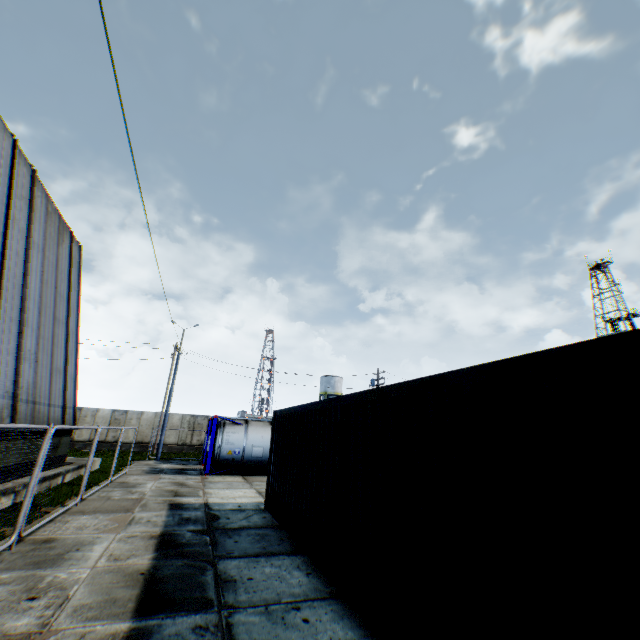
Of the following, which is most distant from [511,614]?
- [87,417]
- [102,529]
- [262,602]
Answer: [87,417]

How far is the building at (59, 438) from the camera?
12.7m

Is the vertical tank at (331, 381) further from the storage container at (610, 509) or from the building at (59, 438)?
the storage container at (610, 509)

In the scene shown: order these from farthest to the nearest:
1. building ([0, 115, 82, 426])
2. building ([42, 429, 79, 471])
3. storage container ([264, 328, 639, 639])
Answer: building ([42, 429, 79, 471])
building ([0, 115, 82, 426])
storage container ([264, 328, 639, 639])

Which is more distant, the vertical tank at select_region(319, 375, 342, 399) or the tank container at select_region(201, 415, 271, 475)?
the vertical tank at select_region(319, 375, 342, 399)

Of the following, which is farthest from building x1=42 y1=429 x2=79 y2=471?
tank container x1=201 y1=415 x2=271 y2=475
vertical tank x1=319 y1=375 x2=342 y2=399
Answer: vertical tank x1=319 y1=375 x2=342 y2=399

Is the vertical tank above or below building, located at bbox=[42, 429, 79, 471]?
above

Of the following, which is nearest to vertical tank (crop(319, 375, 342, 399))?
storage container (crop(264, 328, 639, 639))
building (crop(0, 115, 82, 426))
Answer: building (crop(0, 115, 82, 426))
